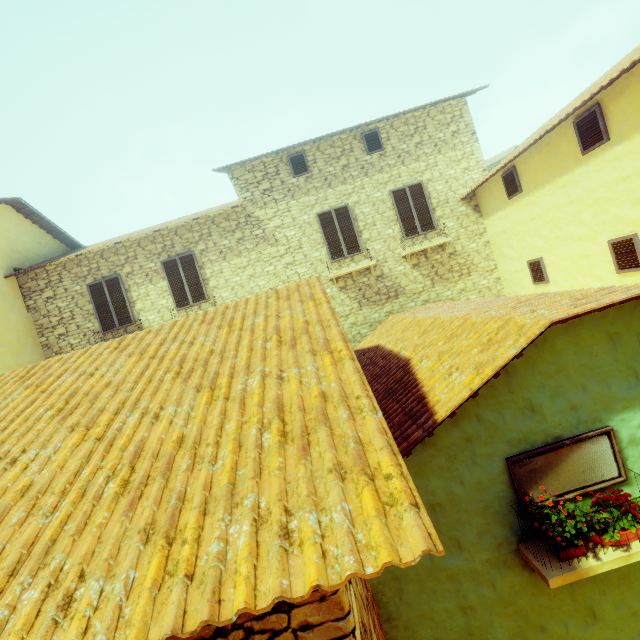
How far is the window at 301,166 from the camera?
10.3 meters

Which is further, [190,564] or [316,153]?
[316,153]

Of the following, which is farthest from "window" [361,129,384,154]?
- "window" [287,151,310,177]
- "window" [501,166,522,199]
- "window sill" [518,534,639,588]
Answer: "window sill" [518,534,639,588]

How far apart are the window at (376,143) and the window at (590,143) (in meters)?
5.18

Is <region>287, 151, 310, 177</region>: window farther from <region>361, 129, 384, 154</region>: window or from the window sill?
the window sill

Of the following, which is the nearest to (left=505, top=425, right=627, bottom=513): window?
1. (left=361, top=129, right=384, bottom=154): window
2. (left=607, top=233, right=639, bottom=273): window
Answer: (left=607, top=233, right=639, bottom=273): window

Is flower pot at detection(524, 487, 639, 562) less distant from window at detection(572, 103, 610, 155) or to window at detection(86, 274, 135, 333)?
window at detection(86, 274, 135, 333)

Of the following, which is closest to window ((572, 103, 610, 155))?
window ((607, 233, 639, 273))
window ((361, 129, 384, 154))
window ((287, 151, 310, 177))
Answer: window ((607, 233, 639, 273))
